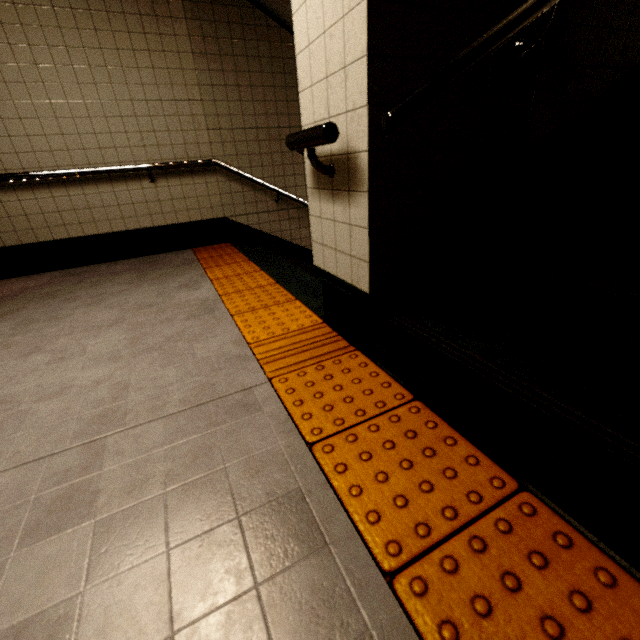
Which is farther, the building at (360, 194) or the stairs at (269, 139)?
the stairs at (269, 139)

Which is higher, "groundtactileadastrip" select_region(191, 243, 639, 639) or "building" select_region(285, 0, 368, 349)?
"building" select_region(285, 0, 368, 349)

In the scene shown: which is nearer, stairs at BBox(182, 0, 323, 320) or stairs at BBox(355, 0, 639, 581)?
stairs at BBox(355, 0, 639, 581)

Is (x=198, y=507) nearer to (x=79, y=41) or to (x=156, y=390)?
(x=156, y=390)

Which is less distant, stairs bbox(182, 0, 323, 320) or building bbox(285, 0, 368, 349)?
building bbox(285, 0, 368, 349)

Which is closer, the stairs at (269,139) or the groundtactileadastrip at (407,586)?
the groundtactileadastrip at (407,586)

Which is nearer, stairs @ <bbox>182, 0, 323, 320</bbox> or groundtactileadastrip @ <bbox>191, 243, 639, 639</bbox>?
groundtactileadastrip @ <bbox>191, 243, 639, 639</bbox>
